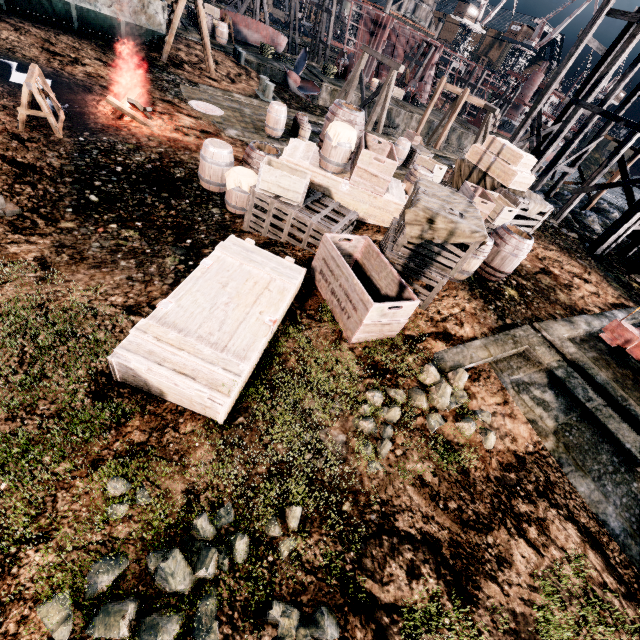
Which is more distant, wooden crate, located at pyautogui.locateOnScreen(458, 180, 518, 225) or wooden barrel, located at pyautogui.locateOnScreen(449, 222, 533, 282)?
wooden crate, located at pyautogui.locateOnScreen(458, 180, 518, 225)

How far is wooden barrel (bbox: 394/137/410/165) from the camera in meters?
18.8

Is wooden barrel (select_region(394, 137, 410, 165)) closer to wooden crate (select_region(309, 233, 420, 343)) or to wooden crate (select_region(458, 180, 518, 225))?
wooden crate (select_region(458, 180, 518, 225))

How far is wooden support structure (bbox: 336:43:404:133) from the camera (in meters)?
23.47

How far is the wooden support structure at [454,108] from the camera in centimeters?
2861cm

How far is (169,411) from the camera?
4.4 meters

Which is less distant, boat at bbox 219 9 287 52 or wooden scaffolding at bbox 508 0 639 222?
wooden scaffolding at bbox 508 0 639 222

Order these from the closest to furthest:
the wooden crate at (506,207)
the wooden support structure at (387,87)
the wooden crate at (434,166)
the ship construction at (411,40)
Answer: the wooden crate at (506,207) → the wooden crate at (434,166) → the wooden support structure at (387,87) → the ship construction at (411,40)
